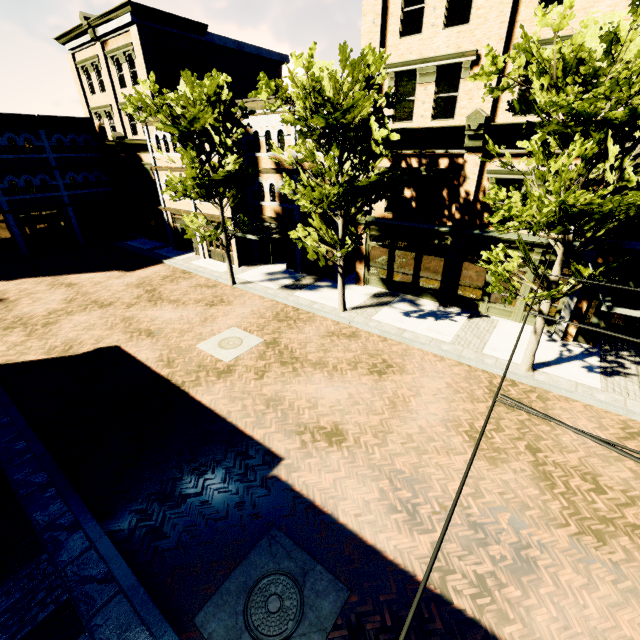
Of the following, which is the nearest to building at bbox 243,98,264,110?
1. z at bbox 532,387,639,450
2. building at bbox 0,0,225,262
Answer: z at bbox 532,387,639,450

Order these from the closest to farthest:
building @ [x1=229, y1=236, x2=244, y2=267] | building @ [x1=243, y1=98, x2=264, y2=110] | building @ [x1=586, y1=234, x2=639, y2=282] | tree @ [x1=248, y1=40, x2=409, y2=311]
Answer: tree @ [x1=248, y1=40, x2=409, y2=311], building @ [x1=586, y1=234, x2=639, y2=282], building @ [x1=243, y1=98, x2=264, y2=110], building @ [x1=229, y1=236, x2=244, y2=267]

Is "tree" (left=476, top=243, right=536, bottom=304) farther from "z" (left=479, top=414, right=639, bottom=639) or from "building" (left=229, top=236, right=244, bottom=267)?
"building" (left=229, top=236, right=244, bottom=267)

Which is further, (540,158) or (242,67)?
(242,67)

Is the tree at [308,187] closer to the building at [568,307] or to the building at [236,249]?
the building at [568,307]

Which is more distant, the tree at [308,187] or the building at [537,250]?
the building at [537,250]

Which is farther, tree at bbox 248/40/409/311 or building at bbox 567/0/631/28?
tree at bbox 248/40/409/311
